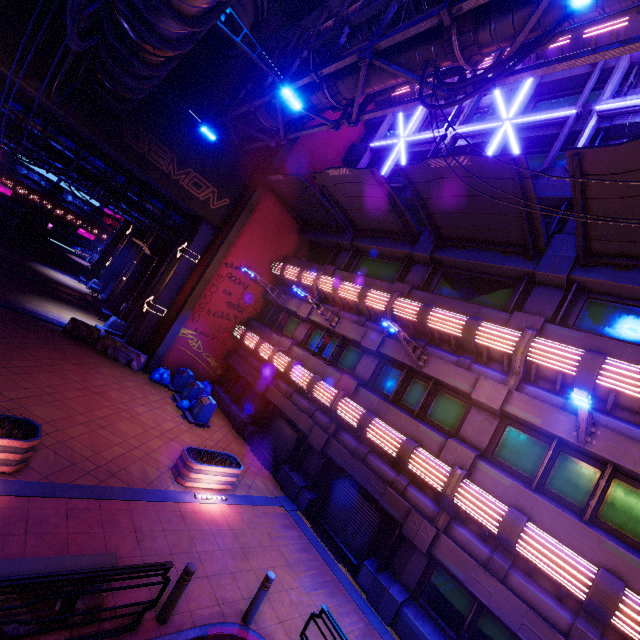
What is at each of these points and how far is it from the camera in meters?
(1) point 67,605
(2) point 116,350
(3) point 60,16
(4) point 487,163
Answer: (1) fence, 5.1
(2) fence, 17.0
(3) walkway, 11.5
(4) awning, 8.9

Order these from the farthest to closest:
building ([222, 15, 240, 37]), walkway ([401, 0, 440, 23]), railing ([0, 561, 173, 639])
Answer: building ([222, 15, 240, 37]) → walkway ([401, 0, 440, 23]) → railing ([0, 561, 173, 639])

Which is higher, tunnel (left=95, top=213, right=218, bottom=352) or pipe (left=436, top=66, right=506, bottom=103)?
pipe (left=436, top=66, right=506, bottom=103)

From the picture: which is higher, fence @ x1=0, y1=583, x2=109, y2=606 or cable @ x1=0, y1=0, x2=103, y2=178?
cable @ x1=0, y1=0, x2=103, y2=178

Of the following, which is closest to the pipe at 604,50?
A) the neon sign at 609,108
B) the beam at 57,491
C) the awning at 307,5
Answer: the awning at 307,5

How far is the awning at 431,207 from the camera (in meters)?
10.12

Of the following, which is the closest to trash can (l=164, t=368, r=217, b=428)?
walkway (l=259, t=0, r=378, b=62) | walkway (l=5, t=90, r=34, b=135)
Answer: walkway (l=5, t=90, r=34, b=135)

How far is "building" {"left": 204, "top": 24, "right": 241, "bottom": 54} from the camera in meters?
16.2 m
